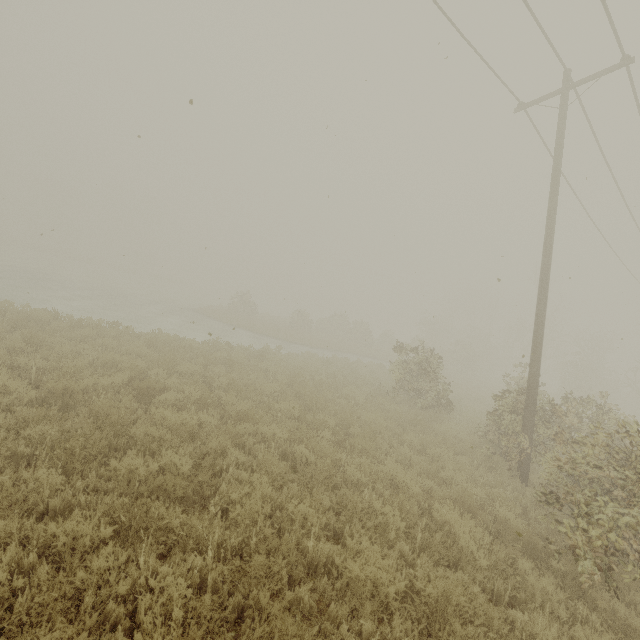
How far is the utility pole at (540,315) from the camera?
8.8m

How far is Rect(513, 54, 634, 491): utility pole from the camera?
8.8m

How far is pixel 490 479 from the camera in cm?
816
